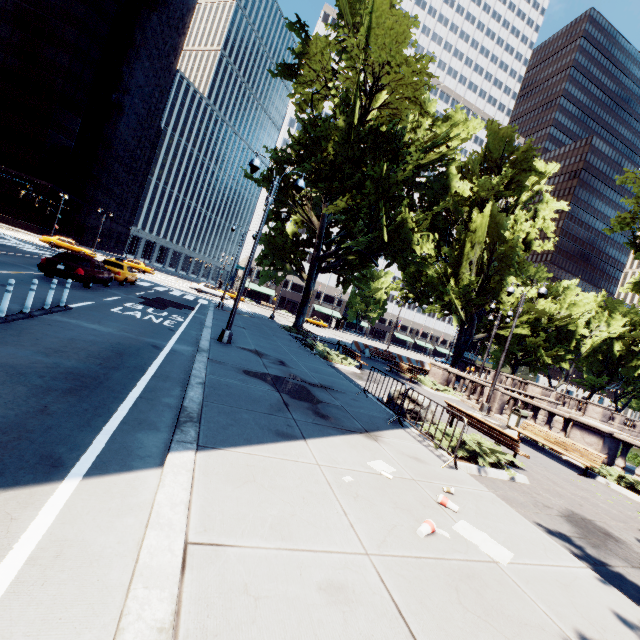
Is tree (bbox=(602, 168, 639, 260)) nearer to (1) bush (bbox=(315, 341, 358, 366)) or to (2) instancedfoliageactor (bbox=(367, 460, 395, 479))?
(1) bush (bbox=(315, 341, 358, 366))

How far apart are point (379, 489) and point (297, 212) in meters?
22.5

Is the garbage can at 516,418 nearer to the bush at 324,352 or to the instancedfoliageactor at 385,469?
the bush at 324,352

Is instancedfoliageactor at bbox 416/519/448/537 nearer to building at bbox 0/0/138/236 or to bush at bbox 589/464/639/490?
bush at bbox 589/464/639/490

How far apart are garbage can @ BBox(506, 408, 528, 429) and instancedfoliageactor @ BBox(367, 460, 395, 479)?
12.37m

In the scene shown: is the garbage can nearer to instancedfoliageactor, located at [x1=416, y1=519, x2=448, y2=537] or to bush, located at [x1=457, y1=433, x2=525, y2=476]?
bush, located at [x1=457, y1=433, x2=525, y2=476]

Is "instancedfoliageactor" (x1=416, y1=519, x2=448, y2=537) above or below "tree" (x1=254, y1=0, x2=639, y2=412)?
below

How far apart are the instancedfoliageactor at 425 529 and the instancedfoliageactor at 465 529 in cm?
20
